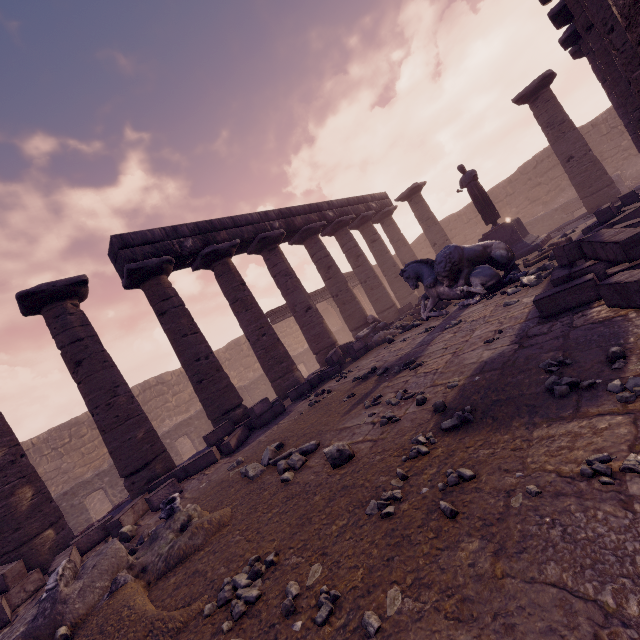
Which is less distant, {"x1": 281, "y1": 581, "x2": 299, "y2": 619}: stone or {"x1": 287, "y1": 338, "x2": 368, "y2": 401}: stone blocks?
{"x1": 281, "y1": 581, "x2": 299, "y2": 619}: stone

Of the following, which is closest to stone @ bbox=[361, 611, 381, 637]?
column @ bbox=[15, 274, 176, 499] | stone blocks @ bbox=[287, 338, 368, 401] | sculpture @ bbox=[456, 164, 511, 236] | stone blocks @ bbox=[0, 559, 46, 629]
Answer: stone blocks @ bbox=[0, 559, 46, 629]

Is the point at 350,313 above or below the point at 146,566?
above

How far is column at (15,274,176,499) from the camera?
7.36m

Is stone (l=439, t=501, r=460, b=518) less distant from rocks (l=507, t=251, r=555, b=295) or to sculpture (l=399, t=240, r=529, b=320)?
rocks (l=507, t=251, r=555, b=295)

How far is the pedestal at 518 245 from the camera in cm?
1137

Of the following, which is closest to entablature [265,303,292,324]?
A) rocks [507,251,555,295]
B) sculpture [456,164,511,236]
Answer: sculpture [456,164,511,236]

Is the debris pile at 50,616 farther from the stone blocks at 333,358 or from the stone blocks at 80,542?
the stone blocks at 333,358
